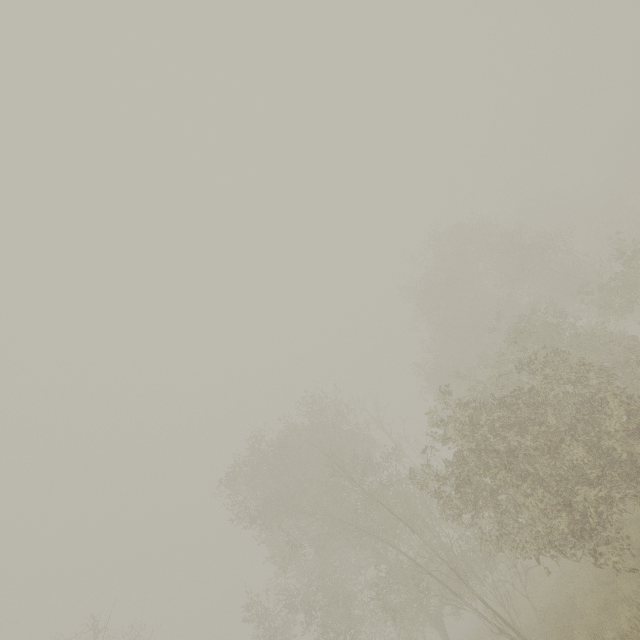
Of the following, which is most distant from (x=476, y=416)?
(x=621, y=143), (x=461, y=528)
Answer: (x=621, y=143)
